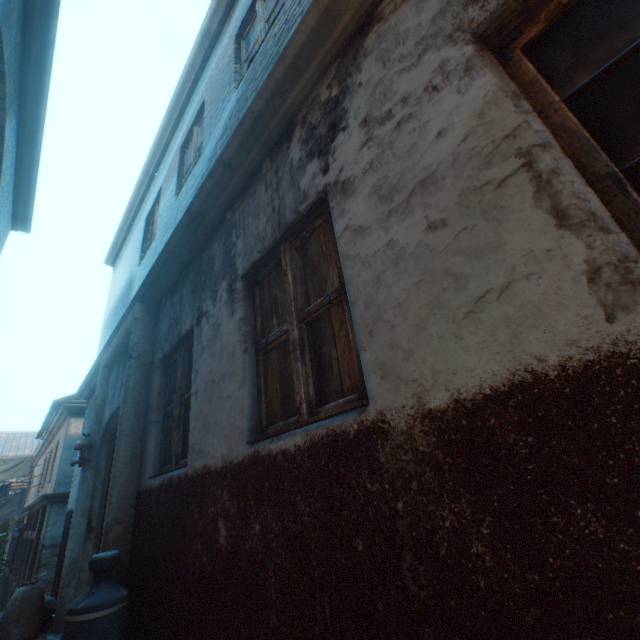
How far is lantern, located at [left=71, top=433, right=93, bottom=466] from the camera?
4.8m

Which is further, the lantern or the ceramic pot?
the lantern

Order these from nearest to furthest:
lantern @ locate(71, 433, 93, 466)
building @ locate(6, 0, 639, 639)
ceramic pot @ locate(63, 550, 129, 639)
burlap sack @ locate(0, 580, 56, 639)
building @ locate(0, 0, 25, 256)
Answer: building @ locate(6, 0, 639, 639), ceramic pot @ locate(63, 550, 129, 639), building @ locate(0, 0, 25, 256), burlap sack @ locate(0, 580, 56, 639), lantern @ locate(71, 433, 93, 466)

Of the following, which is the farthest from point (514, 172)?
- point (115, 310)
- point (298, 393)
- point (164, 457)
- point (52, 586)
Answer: point (52, 586)

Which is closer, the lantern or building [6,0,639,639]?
building [6,0,639,639]

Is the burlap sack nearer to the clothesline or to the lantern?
the lantern

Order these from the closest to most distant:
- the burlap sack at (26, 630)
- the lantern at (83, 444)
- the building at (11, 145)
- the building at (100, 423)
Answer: the building at (100, 423) → the building at (11, 145) → the burlap sack at (26, 630) → the lantern at (83, 444)

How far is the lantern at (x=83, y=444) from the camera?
4.82m
